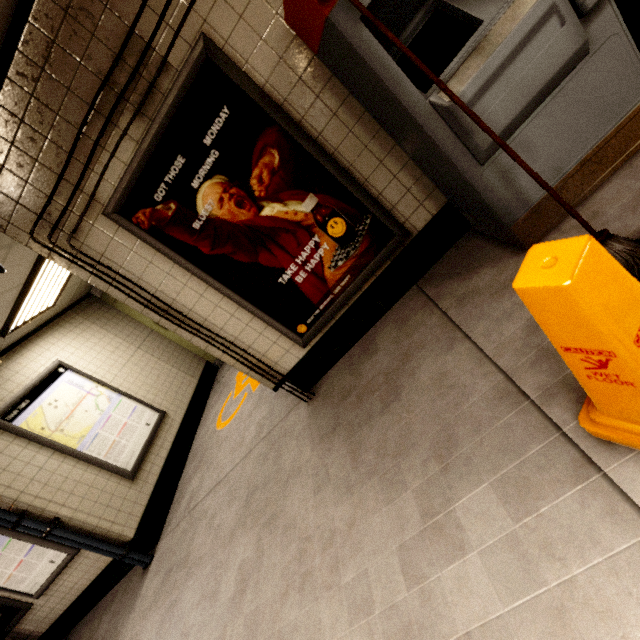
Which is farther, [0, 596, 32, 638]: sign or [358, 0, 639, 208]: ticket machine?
[0, 596, 32, 638]: sign

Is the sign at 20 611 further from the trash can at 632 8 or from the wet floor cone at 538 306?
the trash can at 632 8

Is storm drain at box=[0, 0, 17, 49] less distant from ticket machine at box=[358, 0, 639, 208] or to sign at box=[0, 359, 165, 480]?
sign at box=[0, 359, 165, 480]

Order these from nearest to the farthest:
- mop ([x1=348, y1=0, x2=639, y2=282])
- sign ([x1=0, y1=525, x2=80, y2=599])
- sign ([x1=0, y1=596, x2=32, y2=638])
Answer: mop ([x1=348, y1=0, x2=639, y2=282]) → sign ([x1=0, y1=525, x2=80, y2=599]) → sign ([x1=0, y1=596, x2=32, y2=638])

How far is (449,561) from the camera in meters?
1.3 m

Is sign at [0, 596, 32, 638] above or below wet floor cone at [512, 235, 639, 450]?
above

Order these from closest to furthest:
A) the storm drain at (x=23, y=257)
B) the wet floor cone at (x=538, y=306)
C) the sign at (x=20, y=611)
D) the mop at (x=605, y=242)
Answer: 1. the wet floor cone at (x=538, y=306)
2. the mop at (x=605, y=242)
3. the storm drain at (x=23, y=257)
4. the sign at (x=20, y=611)

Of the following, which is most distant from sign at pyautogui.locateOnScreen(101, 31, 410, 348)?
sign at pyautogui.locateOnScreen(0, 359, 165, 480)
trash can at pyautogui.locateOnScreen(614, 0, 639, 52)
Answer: sign at pyautogui.locateOnScreen(0, 359, 165, 480)
